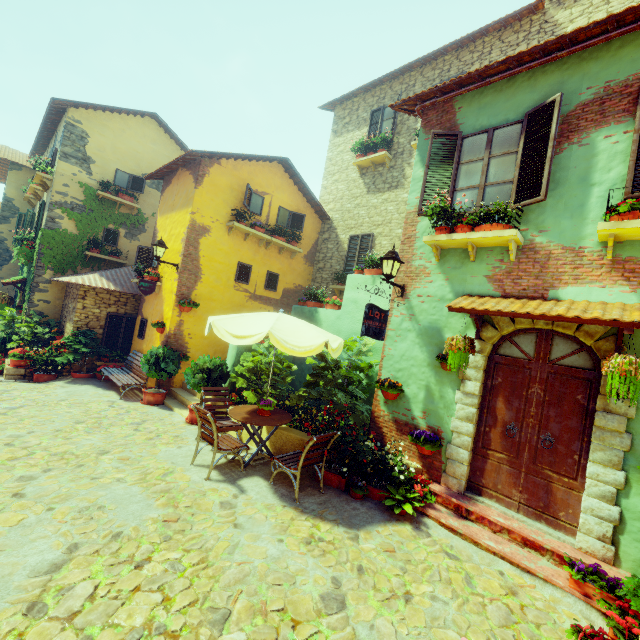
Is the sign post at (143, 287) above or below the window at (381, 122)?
below

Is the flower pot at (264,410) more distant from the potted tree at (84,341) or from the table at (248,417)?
the potted tree at (84,341)

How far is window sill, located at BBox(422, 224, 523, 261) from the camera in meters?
5.0 m

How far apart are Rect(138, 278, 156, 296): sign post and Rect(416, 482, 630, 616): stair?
8.8 meters

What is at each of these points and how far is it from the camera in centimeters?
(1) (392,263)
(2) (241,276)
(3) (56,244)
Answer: (1) street light, 594cm
(2) window, 1117cm
(3) vines, 1212cm

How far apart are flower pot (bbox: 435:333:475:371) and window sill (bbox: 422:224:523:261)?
1.5 meters

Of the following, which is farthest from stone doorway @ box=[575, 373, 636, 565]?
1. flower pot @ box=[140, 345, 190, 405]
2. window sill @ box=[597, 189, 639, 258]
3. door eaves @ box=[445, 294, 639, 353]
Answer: flower pot @ box=[140, 345, 190, 405]

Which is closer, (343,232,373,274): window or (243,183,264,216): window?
(243,183,264,216): window
